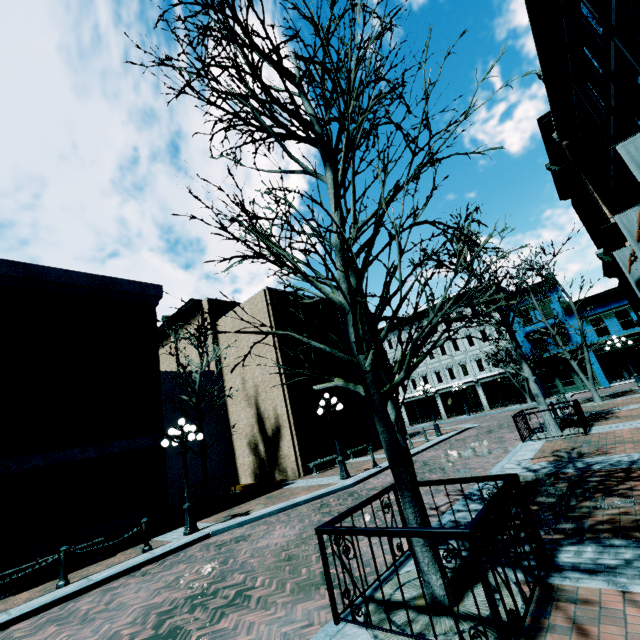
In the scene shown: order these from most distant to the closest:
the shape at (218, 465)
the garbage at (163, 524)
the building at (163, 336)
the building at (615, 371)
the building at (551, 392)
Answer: the building at (551, 392) → the building at (163, 336) → the shape at (218, 465) → the garbage at (163, 524) → the building at (615, 371)

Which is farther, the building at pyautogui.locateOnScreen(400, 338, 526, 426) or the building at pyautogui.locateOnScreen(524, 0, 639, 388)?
the building at pyautogui.locateOnScreen(400, 338, 526, 426)

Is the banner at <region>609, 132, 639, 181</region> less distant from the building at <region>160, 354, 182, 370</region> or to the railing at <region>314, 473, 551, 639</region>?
the railing at <region>314, 473, 551, 639</region>

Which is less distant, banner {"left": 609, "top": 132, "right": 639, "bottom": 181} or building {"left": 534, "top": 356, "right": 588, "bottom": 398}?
banner {"left": 609, "top": 132, "right": 639, "bottom": 181}

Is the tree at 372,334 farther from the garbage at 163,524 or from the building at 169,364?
the building at 169,364

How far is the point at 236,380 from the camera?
22.5m

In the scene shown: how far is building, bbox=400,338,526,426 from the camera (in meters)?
34.72

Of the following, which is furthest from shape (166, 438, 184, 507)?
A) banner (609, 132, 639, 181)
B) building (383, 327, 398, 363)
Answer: building (383, 327, 398, 363)
